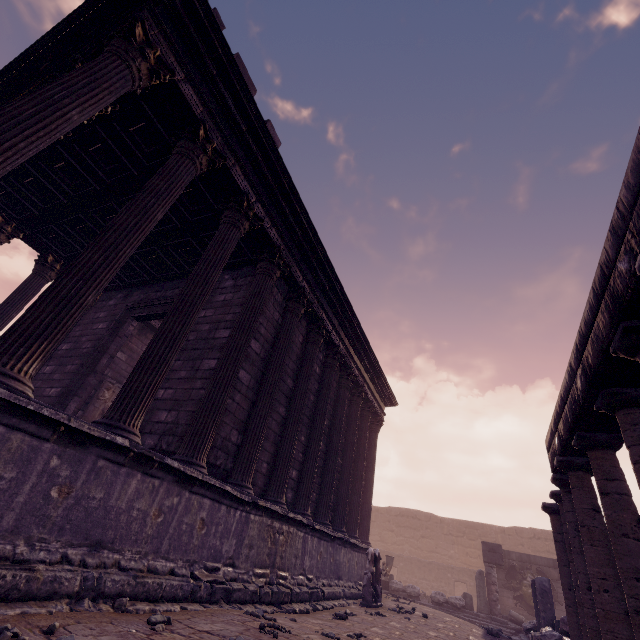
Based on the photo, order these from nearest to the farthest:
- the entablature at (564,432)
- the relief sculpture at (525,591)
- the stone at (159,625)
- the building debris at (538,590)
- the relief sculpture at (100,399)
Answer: the entablature at (564,432), the stone at (159,625), the building debris at (538,590), the relief sculpture at (100,399), the relief sculpture at (525,591)

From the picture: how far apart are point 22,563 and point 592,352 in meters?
5.6

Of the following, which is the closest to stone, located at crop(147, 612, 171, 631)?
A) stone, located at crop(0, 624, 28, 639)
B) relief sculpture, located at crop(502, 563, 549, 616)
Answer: stone, located at crop(0, 624, 28, 639)

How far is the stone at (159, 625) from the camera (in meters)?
3.04

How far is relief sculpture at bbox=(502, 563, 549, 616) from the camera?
13.68m

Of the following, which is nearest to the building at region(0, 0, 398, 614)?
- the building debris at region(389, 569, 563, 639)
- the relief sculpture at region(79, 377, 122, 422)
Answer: the relief sculpture at region(79, 377, 122, 422)

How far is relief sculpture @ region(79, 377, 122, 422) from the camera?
9.9m

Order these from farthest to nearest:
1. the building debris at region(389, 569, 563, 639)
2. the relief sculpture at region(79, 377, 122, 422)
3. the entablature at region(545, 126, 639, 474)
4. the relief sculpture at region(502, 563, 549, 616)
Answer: the relief sculpture at region(502, 563, 549, 616) → the relief sculpture at region(79, 377, 122, 422) → the building debris at region(389, 569, 563, 639) → the entablature at region(545, 126, 639, 474)
